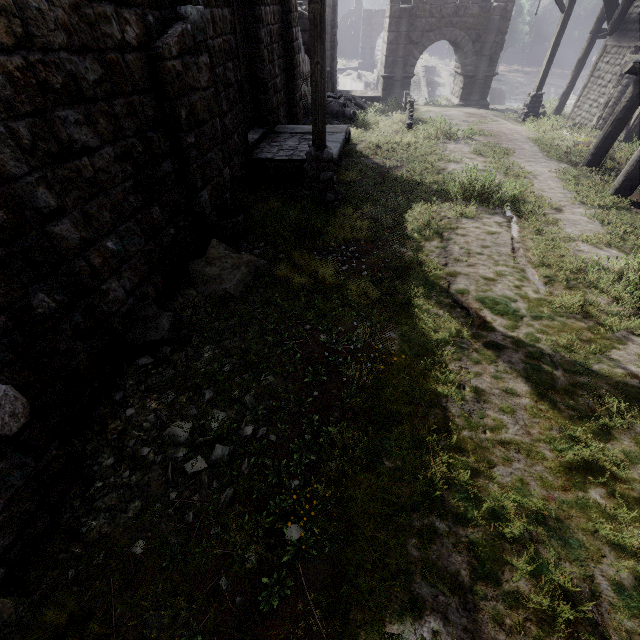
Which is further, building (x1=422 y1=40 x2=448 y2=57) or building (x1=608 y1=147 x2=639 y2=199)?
building (x1=422 y1=40 x2=448 y2=57)

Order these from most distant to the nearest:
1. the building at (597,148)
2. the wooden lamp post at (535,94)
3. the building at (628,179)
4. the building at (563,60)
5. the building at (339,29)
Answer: the building at (563,60), the building at (339,29), the wooden lamp post at (535,94), the building at (597,148), the building at (628,179)

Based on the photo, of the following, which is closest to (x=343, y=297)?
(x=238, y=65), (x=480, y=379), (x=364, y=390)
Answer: (x=364, y=390)

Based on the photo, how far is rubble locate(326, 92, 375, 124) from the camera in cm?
1494

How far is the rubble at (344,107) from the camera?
14.94m

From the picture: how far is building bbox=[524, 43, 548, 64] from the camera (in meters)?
57.01

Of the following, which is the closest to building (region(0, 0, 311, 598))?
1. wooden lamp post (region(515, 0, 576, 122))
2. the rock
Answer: wooden lamp post (region(515, 0, 576, 122))
